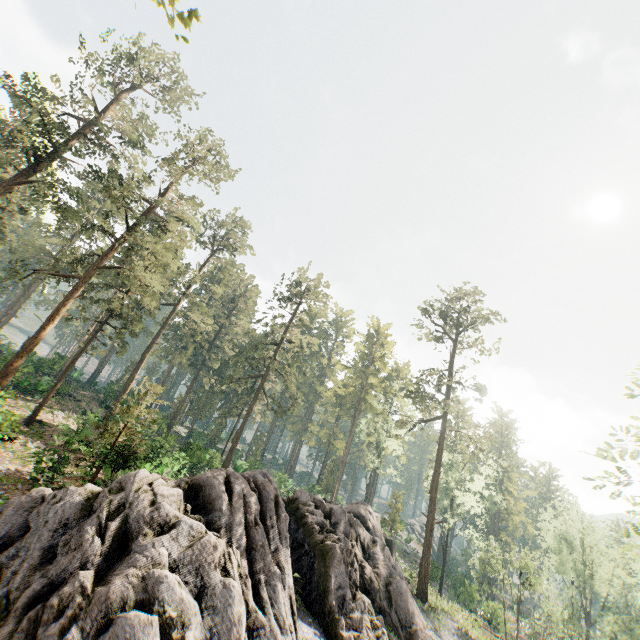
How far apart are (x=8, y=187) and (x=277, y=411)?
33.61m

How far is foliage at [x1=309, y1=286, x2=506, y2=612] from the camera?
34.6 meters

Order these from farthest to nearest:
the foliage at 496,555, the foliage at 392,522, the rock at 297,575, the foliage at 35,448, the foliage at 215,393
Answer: the foliage at 392,522
the foliage at 496,555
the foliage at 215,393
the foliage at 35,448
the rock at 297,575

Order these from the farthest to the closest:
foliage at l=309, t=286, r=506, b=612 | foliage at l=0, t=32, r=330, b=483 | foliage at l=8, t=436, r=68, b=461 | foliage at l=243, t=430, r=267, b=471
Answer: foliage at l=243, t=430, r=267, b=471 → foliage at l=309, t=286, r=506, b=612 → foliage at l=0, t=32, r=330, b=483 → foliage at l=8, t=436, r=68, b=461

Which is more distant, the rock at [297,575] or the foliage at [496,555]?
the foliage at [496,555]

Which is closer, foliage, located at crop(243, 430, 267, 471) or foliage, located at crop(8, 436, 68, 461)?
foliage, located at crop(8, 436, 68, 461)
